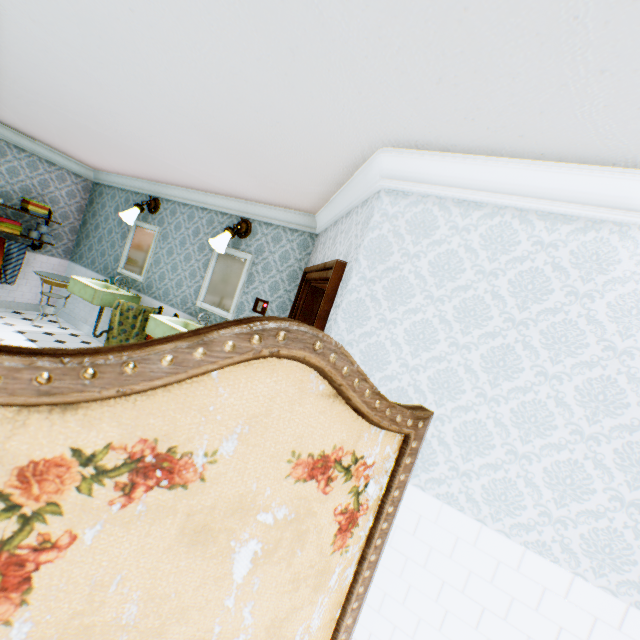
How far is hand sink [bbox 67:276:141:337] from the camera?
5.2m

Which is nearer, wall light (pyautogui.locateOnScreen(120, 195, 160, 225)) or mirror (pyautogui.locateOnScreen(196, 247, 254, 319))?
mirror (pyautogui.locateOnScreen(196, 247, 254, 319))

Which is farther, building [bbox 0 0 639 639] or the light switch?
the light switch

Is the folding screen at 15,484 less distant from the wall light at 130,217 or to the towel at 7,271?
the wall light at 130,217

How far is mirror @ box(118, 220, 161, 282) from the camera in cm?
578

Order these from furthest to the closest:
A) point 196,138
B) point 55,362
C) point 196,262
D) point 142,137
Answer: point 196,262 < point 142,137 < point 196,138 < point 55,362

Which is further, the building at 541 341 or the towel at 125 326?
the towel at 125 326

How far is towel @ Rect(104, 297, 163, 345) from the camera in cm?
520
